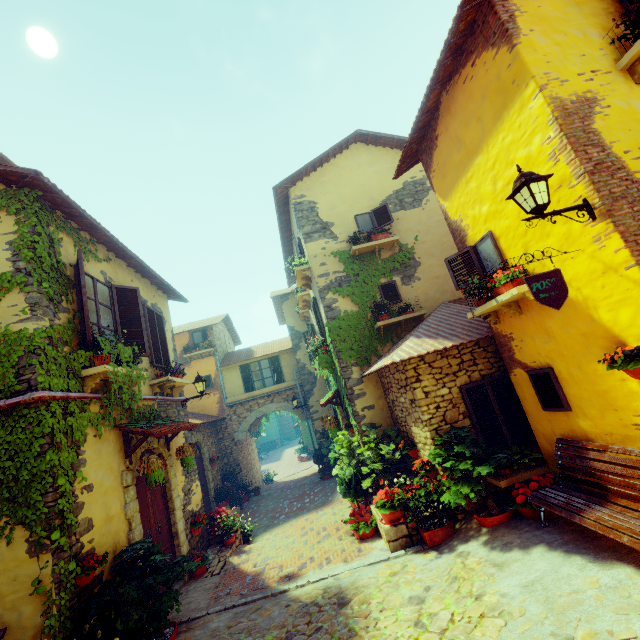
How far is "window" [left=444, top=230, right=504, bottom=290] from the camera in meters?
5.6

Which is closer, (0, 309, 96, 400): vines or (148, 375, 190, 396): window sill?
(0, 309, 96, 400): vines

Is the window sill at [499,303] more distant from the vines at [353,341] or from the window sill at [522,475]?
the vines at [353,341]

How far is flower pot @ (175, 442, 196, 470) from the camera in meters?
7.5 m

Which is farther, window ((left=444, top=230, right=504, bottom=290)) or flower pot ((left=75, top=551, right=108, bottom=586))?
window ((left=444, top=230, right=504, bottom=290))

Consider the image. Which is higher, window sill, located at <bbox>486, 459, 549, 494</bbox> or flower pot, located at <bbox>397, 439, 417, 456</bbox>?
flower pot, located at <bbox>397, 439, 417, 456</bbox>

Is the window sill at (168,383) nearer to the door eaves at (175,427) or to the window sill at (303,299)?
the door eaves at (175,427)

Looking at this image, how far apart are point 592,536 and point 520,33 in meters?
6.9 m
